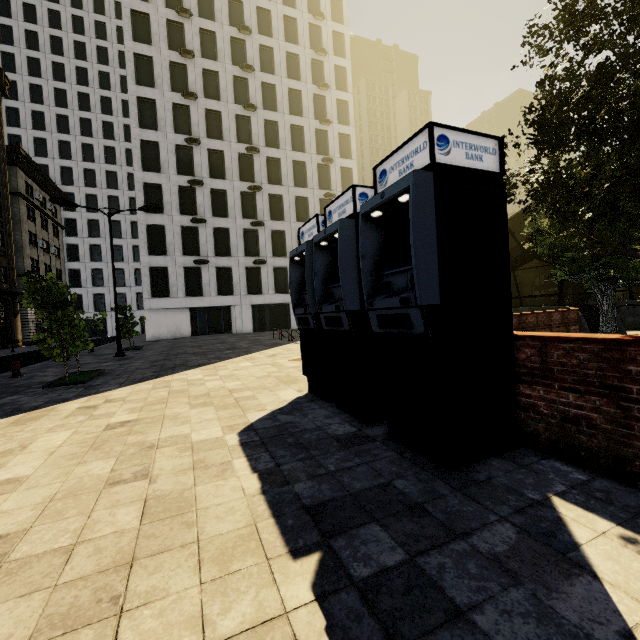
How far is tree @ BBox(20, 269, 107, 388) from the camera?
8.73m

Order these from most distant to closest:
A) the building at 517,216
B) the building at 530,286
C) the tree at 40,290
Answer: the building at 517,216 → the building at 530,286 → the tree at 40,290

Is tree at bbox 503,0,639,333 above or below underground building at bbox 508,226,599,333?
above

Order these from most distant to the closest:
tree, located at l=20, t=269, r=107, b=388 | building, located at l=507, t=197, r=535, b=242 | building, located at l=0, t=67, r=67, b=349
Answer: building, located at l=507, t=197, r=535, b=242, building, located at l=0, t=67, r=67, b=349, tree, located at l=20, t=269, r=107, b=388

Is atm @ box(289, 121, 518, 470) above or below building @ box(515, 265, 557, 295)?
below

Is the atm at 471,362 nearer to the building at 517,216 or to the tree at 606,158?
the tree at 606,158

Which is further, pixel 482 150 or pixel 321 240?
pixel 321 240

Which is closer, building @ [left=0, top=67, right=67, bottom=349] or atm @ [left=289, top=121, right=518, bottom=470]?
atm @ [left=289, top=121, right=518, bottom=470]
